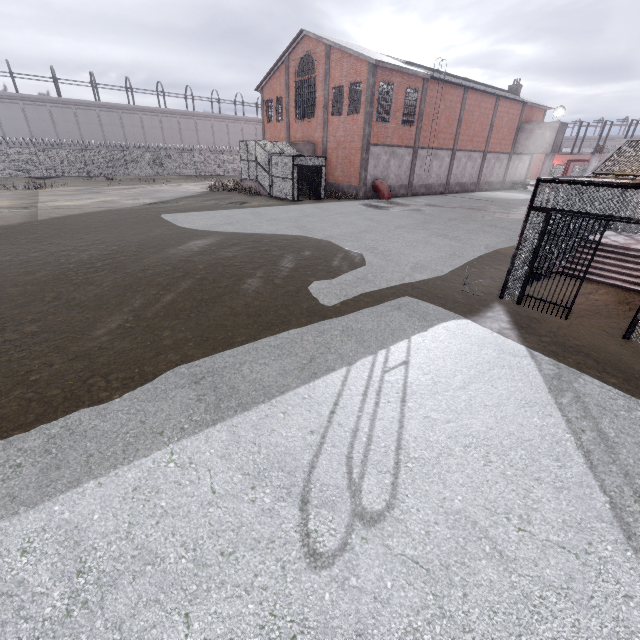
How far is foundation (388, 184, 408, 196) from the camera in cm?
2814

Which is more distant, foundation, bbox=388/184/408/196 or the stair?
foundation, bbox=388/184/408/196

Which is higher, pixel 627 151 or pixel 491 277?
pixel 627 151

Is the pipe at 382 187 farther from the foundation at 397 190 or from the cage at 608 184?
the cage at 608 184

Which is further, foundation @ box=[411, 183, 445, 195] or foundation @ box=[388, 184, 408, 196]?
foundation @ box=[411, 183, 445, 195]

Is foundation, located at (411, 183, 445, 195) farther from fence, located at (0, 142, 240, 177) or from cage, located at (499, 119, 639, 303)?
fence, located at (0, 142, 240, 177)

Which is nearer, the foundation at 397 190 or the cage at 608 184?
the cage at 608 184

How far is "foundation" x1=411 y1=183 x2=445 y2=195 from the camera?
30.0m
